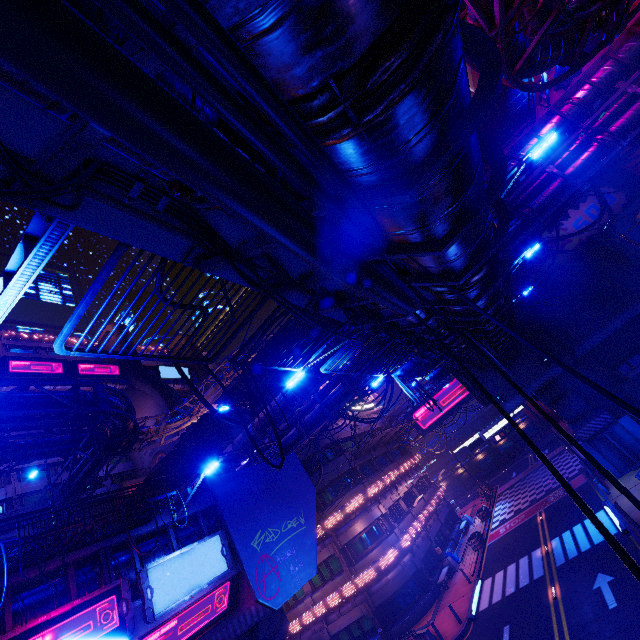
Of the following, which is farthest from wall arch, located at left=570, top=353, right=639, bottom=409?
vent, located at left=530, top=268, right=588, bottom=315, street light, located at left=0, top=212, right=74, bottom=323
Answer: street light, located at left=0, top=212, right=74, bottom=323

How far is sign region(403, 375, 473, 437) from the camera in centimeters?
4697cm

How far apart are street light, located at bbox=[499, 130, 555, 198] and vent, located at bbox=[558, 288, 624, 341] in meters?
22.2

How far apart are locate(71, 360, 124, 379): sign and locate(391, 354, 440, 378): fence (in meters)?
49.42

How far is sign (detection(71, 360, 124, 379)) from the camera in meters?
47.7

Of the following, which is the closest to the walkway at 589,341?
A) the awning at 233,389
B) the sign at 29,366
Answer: the awning at 233,389

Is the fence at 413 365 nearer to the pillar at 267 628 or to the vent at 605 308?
the pillar at 267 628

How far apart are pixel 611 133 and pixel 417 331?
15.8m
